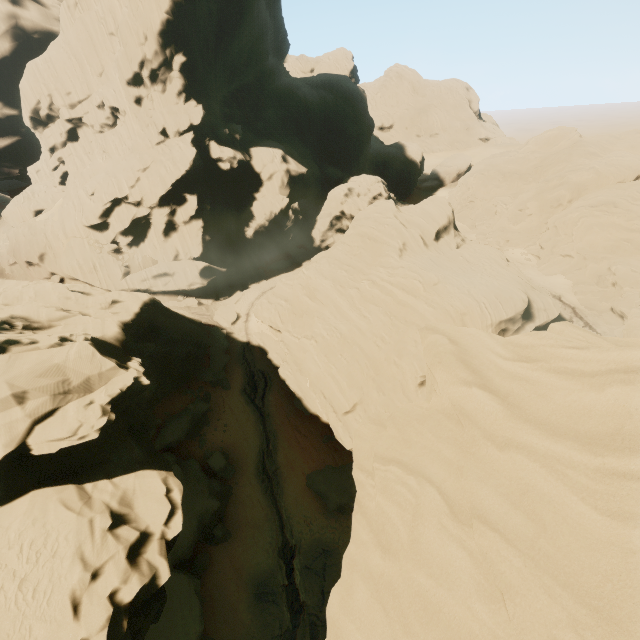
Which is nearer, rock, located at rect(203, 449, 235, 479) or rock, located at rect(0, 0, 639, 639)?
rock, located at rect(0, 0, 639, 639)

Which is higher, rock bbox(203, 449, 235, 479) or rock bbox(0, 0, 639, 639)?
rock bbox(0, 0, 639, 639)

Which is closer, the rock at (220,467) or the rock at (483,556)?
the rock at (483,556)

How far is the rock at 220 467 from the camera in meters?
28.7 m

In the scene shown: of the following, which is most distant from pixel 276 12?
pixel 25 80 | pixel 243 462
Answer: pixel 243 462

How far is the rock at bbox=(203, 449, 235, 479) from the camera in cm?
2873
